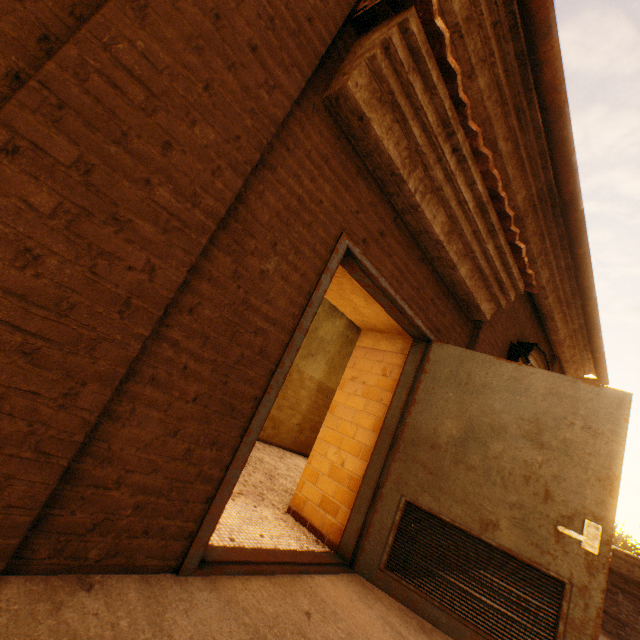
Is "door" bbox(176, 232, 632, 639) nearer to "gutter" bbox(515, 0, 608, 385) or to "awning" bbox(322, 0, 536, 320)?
"awning" bbox(322, 0, 536, 320)

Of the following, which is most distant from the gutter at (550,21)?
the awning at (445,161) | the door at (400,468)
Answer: the door at (400,468)

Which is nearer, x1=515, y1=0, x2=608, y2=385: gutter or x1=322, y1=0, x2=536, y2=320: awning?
x1=322, y1=0, x2=536, y2=320: awning

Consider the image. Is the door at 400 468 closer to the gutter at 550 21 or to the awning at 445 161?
the awning at 445 161

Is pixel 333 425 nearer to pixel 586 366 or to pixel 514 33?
pixel 514 33

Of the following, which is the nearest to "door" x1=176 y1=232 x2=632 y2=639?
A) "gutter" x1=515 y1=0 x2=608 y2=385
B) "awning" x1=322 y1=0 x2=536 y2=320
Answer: "awning" x1=322 y1=0 x2=536 y2=320
